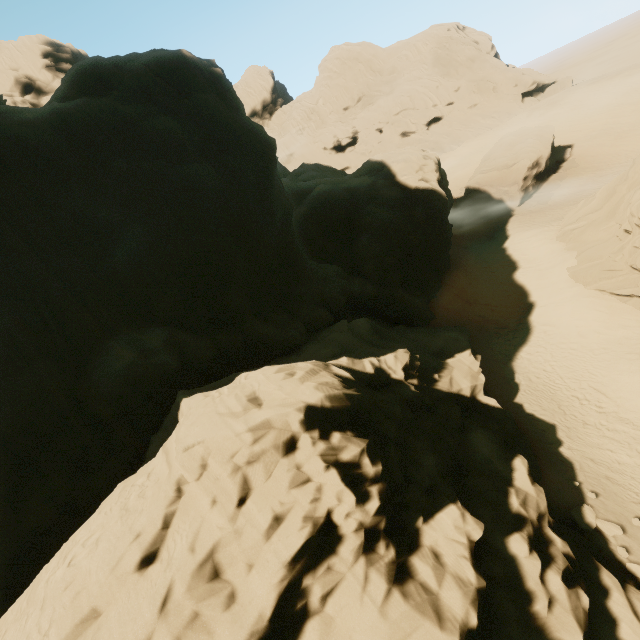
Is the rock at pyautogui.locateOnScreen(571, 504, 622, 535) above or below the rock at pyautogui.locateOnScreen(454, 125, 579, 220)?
below

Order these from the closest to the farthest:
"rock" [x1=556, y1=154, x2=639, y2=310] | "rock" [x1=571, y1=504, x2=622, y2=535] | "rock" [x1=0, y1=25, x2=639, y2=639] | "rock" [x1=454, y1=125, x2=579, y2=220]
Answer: "rock" [x1=0, y1=25, x2=639, y2=639] → "rock" [x1=571, y1=504, x2=622, y2=535] → "rock" [x1=556, y1=154, x2=639, y2=310] → "rock" [x1=454, y1=125, x2=579, y2=220]

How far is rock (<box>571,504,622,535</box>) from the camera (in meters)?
12.12

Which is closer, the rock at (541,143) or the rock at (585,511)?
the rock at (585,511)

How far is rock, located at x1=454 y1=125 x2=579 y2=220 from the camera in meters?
34.7 m

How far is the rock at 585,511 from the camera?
12.1 meters

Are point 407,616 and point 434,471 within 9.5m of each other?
yes

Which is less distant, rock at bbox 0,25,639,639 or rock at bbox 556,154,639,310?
rock at bbox 0,25,639,639
